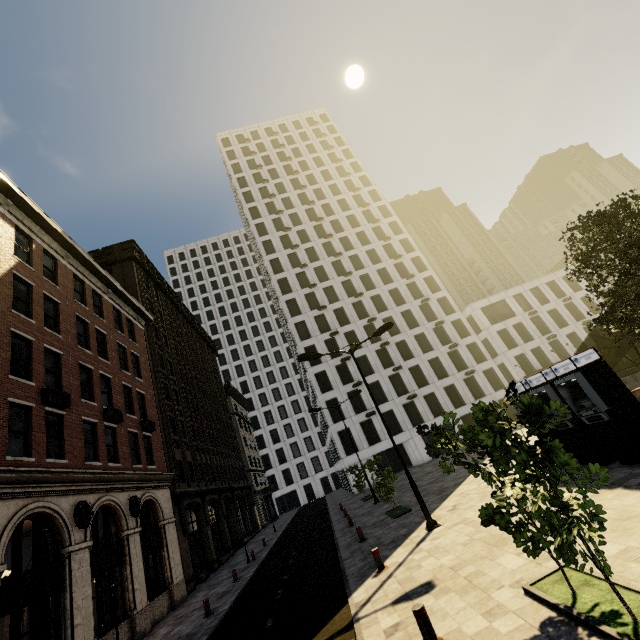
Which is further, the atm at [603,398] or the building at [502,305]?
the building at [502,305]

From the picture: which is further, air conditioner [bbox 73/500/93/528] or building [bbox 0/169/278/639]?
air conditioner [bbox 73/500/93/528]

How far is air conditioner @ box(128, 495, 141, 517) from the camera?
16.11m

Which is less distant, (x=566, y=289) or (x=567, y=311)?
(x=567, y=311)

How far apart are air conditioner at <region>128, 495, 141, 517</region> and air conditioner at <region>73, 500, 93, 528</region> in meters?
3.0

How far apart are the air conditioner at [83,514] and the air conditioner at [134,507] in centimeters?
295cm

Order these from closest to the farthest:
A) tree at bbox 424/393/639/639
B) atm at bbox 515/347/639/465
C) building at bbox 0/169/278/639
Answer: tree at bbox 424/393/639/639 → atm at bbox 515/347/639/465 → building at bbox 0/169/278/639

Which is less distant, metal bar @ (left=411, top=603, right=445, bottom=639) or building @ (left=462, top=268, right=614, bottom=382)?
metal bar @ (left=411, top=603, right=445, bottom=639)
